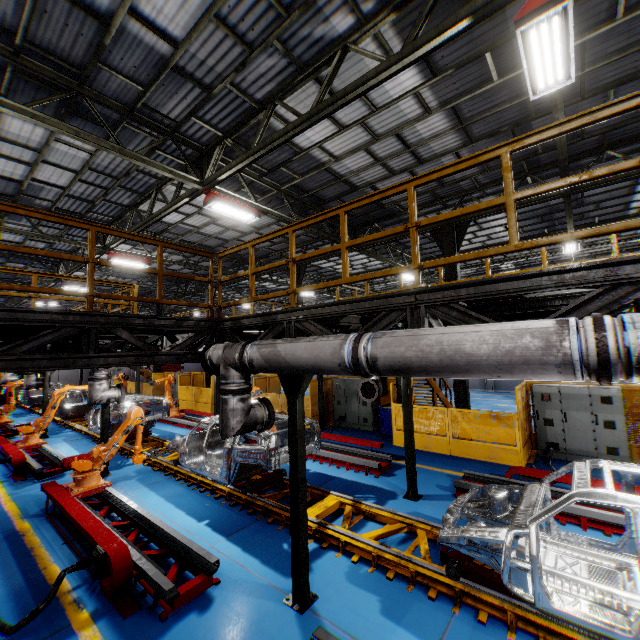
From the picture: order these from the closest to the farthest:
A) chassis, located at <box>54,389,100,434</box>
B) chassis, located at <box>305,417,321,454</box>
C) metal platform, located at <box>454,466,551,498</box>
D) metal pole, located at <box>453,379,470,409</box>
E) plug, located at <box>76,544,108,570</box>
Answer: plug, located at <box>76,544,108,570</box>
metal platform, located at <box>454,466,551,498</box>
chassis, located at <box>305,417,321,454</box>
metal pole, located at <box>453,379,470,409</box>
chassis, located at <box>54,389,100,434</box>

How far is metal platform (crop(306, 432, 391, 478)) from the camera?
9.0 meters

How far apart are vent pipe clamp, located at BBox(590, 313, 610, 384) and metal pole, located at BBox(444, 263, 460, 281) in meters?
9.1 m

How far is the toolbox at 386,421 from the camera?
12.5 meters

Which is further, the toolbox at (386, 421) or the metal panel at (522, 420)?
the toolbox at (386, 421)

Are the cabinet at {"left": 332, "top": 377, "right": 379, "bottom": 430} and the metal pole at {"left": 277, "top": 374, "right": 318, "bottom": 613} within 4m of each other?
no

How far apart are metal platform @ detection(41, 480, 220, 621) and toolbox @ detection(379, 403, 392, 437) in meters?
8.5

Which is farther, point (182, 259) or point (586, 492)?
point (182, 259)
